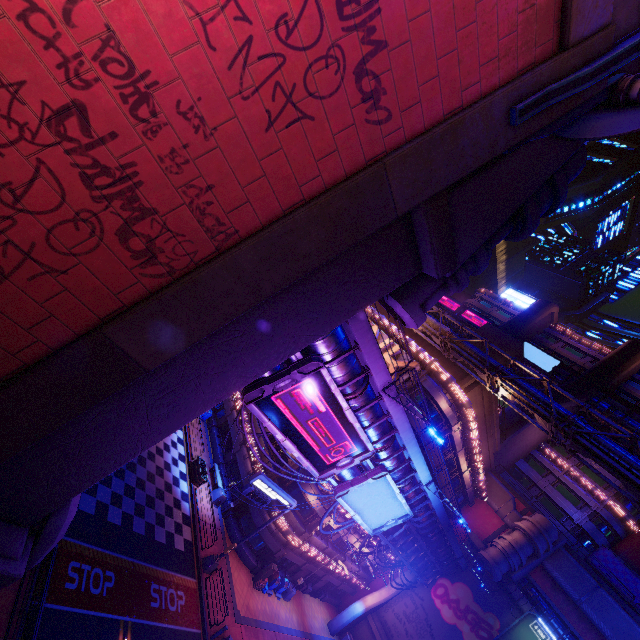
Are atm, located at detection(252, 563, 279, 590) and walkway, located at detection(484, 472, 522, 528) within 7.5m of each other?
no

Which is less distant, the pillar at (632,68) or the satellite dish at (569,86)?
the satellite dish at (569,86)

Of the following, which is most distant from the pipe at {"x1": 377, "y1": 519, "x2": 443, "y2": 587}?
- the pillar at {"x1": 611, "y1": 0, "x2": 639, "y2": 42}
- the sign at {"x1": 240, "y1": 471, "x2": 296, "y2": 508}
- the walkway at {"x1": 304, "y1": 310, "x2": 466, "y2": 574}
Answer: the pillar at {"x1": 611, "y1": 0, "x2": 639, "y2": 42}

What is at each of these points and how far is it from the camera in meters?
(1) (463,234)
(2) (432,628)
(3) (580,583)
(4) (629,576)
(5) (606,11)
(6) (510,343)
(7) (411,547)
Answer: (1) building, 10.2 m
(2) wall arch, 33.2 m
(3) walkway, 32.6 m
(4) building, 37.1 m
(5) beam, 6.9 m
(6) pillar, 30.4 m
(7) pipe, 28.5 m

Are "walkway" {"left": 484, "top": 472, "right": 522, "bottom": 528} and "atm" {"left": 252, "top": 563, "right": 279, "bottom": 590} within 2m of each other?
no

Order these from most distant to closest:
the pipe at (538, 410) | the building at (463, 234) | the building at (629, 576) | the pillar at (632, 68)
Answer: the building at (629, 576)
the pipe at (538, 410)
the building at (463, 234)
the pillar at (632, 68)

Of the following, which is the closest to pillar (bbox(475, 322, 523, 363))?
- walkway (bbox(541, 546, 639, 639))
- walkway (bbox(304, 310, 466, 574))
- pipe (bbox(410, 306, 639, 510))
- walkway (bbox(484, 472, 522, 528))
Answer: pipe (bbox(410, 306, 639, 510))

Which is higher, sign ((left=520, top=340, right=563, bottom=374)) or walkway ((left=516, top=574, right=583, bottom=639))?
sign ((left=520, top=340, right=563, bottom=374))
